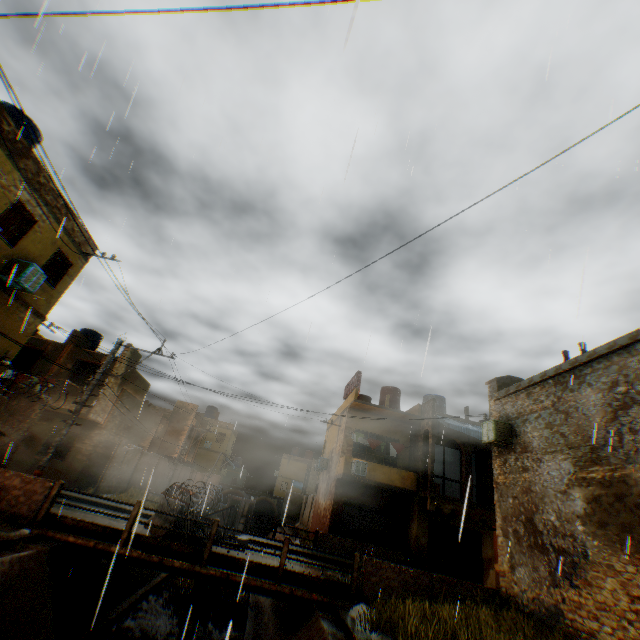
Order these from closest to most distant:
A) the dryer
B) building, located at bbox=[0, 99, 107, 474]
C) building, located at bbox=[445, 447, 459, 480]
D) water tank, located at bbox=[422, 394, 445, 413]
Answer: building, located at bbox=[0, 99, 107, 474] → the dryer → water tank, located at bbox=[422, 394, 445, 413] → building, located at bbox=[445, 447, 459, 480]

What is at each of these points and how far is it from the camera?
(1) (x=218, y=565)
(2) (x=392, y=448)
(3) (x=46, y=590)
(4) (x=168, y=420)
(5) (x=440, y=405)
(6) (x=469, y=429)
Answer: (1) bridge, 10.0 meters
(2) dryer, 21.7 meters
(3) concrete channel, 8.7 meters
(4) building, 30.9 meters
(5) water tank, 22.7 meters
(6) awning, 19.3 meters

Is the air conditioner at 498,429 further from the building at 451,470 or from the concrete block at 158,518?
the concrete block at 158,518

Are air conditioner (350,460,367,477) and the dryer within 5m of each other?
yes

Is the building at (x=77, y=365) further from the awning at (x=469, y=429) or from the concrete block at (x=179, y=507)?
the concrete block at (x=179, y=507)

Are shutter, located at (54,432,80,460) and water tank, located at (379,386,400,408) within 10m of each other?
no

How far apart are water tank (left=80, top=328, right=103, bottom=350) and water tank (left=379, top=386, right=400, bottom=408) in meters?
22.4

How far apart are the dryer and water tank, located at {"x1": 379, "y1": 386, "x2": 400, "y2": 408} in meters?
3.0
